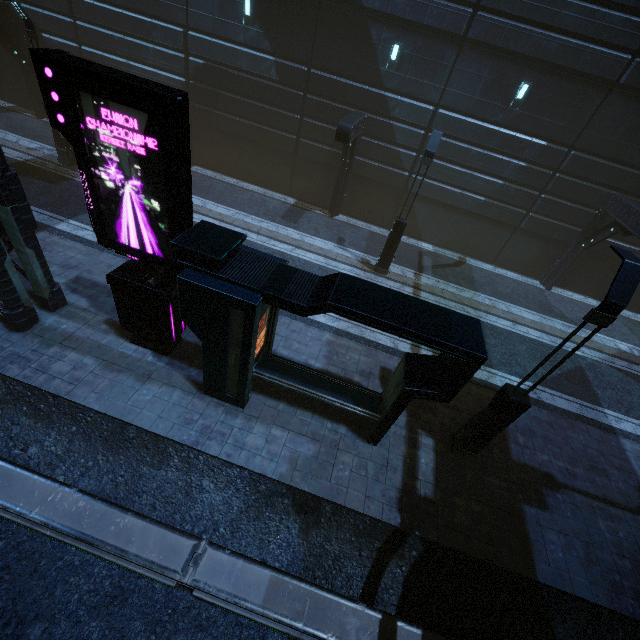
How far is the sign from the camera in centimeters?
486cm

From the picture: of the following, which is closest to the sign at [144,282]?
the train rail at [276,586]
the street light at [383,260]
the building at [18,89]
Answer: the building at [18,89]

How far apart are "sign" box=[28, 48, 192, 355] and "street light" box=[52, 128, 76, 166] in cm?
1080

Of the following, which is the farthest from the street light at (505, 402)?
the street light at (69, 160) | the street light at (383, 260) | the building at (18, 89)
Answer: the street light at (69, 160)

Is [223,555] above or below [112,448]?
above

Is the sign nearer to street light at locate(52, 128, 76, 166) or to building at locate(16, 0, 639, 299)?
building at locate(16, 0, 639, 299)

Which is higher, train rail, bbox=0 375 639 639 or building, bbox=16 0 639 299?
building, bbox=16 0 639 299

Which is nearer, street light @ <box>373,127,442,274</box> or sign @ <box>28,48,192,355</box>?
sign @ <box>28,48,192,355</box>
